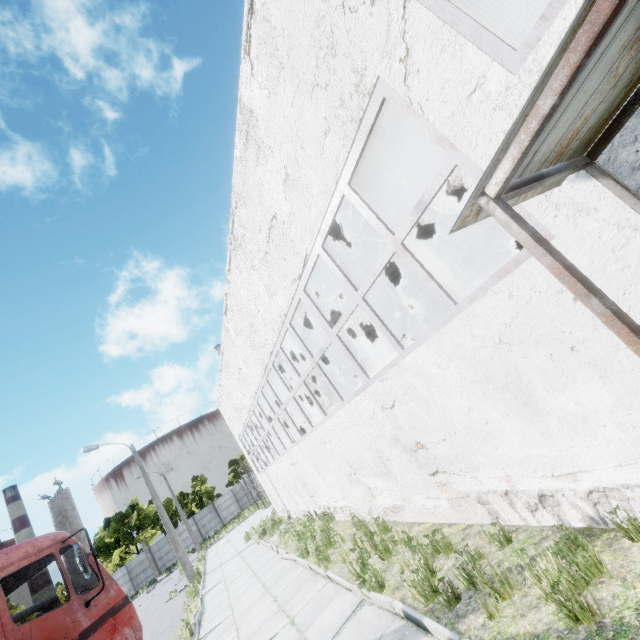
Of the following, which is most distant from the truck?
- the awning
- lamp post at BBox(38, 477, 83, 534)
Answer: the awning

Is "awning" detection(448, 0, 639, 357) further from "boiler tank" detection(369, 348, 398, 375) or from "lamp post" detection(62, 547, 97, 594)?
"boiler tank" detection(369, 348, 398, 375)

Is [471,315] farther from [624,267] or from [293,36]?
[293,36]

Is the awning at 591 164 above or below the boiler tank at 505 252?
below

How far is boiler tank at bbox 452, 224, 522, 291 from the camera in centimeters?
1135cm

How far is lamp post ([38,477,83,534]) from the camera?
6.28m

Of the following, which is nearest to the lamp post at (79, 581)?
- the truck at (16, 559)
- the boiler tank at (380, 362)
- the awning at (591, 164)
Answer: the truck at (16, 559)

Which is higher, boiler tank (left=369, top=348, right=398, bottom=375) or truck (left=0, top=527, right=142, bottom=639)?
boiler tank (left=369, top=348, right=398, bottom=375)
